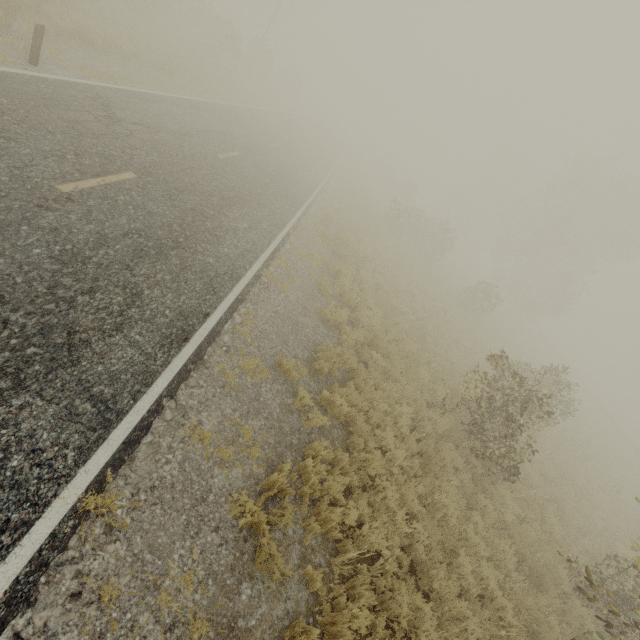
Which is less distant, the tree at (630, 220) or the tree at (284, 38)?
the tree at (284, 38)

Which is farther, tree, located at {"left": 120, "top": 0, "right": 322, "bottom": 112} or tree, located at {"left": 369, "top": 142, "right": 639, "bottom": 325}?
tree, located at {"left": 369, "top": 142, "right": 639, "bottom": 325}

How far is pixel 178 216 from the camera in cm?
792
